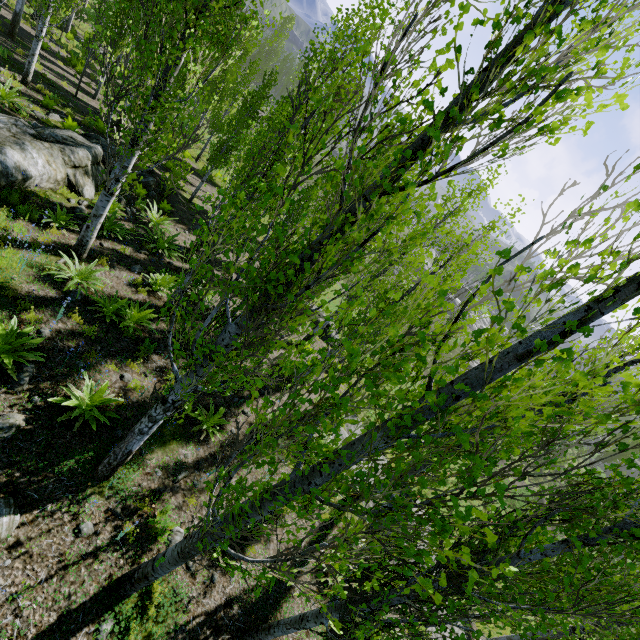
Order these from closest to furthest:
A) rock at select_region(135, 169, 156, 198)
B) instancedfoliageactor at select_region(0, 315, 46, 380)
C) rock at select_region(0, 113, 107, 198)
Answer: instancedfoliageactor at select_region(0, 315, 46, 380), rock at select_region(0, 113, 107, 198), rock at select_region(135, 169, 156, 198)

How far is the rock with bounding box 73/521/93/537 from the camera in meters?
4.7

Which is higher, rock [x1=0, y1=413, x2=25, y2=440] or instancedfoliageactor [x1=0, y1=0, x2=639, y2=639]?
instancedfoliageactor [x1=0, y1=0, x2=639, y2=639]

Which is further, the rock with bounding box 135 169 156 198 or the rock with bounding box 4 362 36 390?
the rock with bounding box 135 169 156 198

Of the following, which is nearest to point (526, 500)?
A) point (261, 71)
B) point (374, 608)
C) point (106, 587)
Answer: point (374, 608)

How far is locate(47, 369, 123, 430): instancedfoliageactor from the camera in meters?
5.5

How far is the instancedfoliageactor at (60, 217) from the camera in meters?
8.3 m
